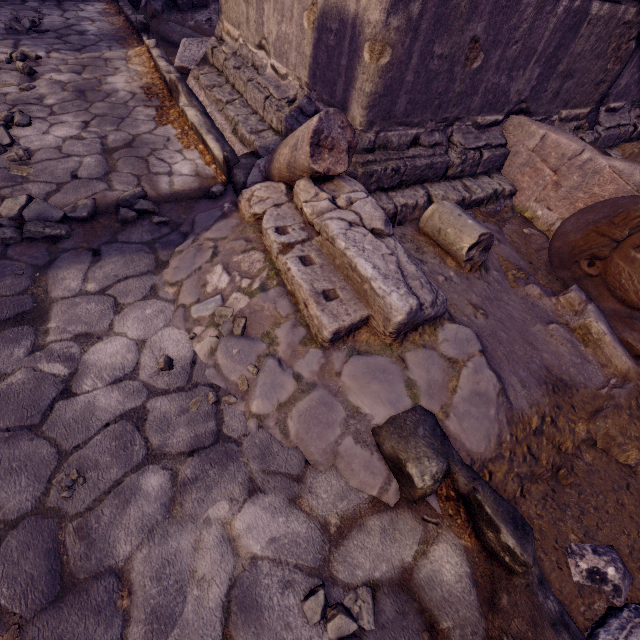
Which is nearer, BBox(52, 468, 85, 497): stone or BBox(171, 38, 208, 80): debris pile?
BBox(52, 468, 85, 497): stone

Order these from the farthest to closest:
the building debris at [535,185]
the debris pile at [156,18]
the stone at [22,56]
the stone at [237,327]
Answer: the debris pile at [156,18] < the stone at [22,56] < the building debris at [535,185] < the stone at [237,327]

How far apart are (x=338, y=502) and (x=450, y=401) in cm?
70

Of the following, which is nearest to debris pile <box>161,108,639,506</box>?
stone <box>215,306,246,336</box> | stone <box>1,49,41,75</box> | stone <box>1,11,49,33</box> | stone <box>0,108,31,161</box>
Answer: stone <box>215,306,246,336</box>

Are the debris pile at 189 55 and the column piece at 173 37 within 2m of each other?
A: yes

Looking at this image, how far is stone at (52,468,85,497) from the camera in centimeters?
129cm

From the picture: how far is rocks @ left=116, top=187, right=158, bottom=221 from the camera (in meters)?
2.30

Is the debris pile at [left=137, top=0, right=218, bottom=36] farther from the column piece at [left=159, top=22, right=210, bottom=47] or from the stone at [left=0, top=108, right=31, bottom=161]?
the stone at [left=0, top=108, right=31, bottom=161]
